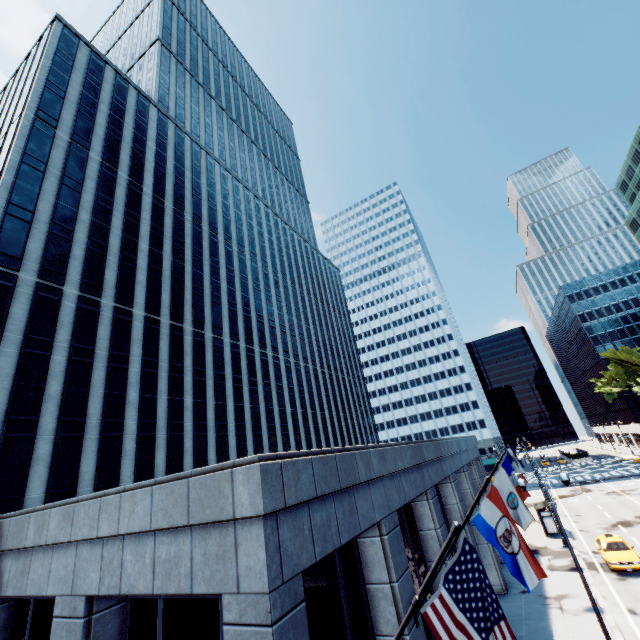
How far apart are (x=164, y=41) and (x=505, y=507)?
78.37m

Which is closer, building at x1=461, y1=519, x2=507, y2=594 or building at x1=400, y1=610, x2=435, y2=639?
building at x1=400, y1=610, x2=435, y2=639

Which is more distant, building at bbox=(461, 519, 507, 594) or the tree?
the tree

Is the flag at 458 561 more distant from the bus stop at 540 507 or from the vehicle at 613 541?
the bus stop at 540 507

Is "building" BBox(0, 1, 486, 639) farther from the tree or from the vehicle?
the tree

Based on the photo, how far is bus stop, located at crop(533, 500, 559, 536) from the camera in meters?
30.3

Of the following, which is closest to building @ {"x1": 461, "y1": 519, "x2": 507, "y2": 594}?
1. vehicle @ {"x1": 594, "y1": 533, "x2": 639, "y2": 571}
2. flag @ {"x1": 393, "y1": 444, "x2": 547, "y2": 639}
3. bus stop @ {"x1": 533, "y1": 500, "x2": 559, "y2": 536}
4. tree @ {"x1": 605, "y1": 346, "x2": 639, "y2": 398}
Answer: flag @ {"x1": 393, "y1": 444, "x2": 547, "y2": 639}

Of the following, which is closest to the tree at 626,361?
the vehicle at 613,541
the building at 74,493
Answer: the vehicle at 613,541
